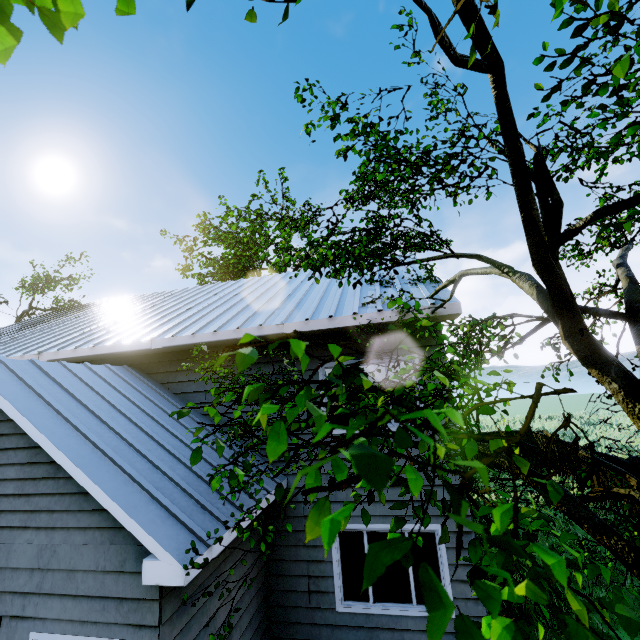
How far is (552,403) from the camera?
53.03m

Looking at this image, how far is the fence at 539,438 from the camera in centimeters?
1523cm

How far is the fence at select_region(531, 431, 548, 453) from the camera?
15.23m

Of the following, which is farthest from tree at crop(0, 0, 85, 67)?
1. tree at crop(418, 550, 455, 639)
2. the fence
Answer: the fence

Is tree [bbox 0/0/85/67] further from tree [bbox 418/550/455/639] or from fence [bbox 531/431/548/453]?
fence [bbox 531/431/548/453]

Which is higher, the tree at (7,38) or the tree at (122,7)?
the tree at (122,7)
